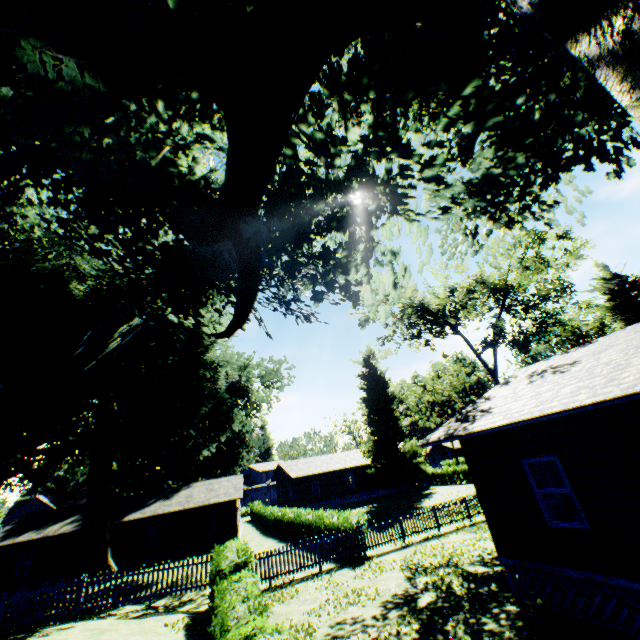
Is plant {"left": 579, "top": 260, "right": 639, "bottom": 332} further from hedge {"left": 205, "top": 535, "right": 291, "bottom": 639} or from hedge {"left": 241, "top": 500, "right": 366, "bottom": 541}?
hedge {"left": 241, "top": 500, "right": 366, "bottom": 541}

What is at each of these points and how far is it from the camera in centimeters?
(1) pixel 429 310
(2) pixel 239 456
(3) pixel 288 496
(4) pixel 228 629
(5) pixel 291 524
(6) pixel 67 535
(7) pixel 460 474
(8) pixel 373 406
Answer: (1) tree, 2633cm
(2) plant, 5262cm
(3) house, 4312cm
(4) hedge, 679cm
(5) hedge, 2588cm
(6) house, 2847cm
(7) hedge, 4303cm
(8) plant, 4356cm

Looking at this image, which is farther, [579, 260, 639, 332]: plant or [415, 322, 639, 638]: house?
[579, 260, 639, 332]: plant

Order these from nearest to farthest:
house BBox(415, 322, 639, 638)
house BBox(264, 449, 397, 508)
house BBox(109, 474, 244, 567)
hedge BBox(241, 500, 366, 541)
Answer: house BBox(415, 322, 639, 638) < hedge BBox(241, 500, 366, 541) < house BBox(109, 474, 244, 567) < house BBox(264, 449, 397, 508)

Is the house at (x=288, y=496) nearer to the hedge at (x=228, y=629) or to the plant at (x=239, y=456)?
the plant at (x=239, y=456)

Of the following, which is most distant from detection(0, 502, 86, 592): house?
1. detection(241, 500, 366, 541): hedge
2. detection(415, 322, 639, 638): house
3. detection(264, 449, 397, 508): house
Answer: detection(415, 322, 639, 638): house

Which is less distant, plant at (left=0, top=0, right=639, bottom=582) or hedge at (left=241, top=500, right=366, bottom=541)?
plant at (left=0, top=0, right=639, bottom=582)

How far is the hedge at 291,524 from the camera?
17.8 meters
